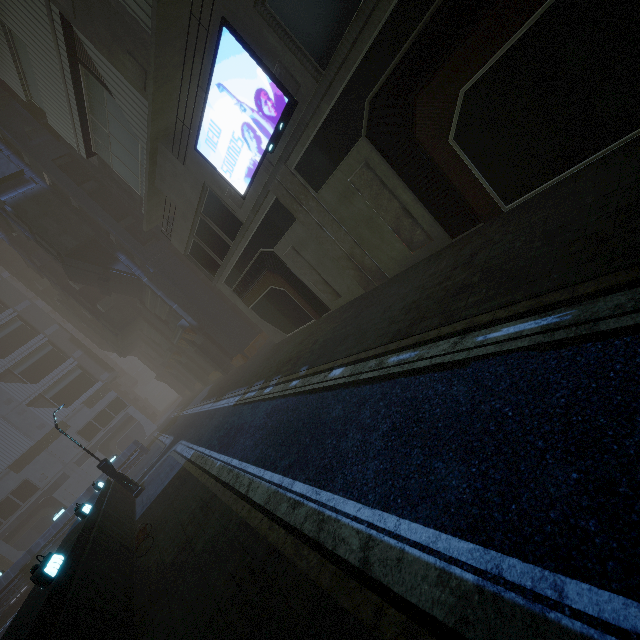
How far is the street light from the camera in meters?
18.4

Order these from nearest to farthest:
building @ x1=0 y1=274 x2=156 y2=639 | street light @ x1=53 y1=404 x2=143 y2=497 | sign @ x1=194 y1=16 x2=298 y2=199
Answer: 1. building @ x1=0 y1=274 x2=156 y2=639
2. sign @ x1=194 y1=16 x2=298 y2=199
3. street light @ x1=53 y1=404 x2=143 y2=497

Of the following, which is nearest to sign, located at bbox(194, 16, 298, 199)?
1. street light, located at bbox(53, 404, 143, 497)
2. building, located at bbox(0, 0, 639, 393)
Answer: building, located at bbox(0, 0, 639, 393)

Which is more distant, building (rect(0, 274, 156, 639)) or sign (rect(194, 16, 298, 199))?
sign (rect(194, 16, 298, 199))

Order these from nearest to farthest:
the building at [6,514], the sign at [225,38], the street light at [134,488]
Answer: the building at [6,514]
the sign at [225,38]
the street light at [134,488]

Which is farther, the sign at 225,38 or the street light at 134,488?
the street light at 134,488

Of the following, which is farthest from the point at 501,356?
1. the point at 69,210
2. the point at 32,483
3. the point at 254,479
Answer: the point at 32,483
